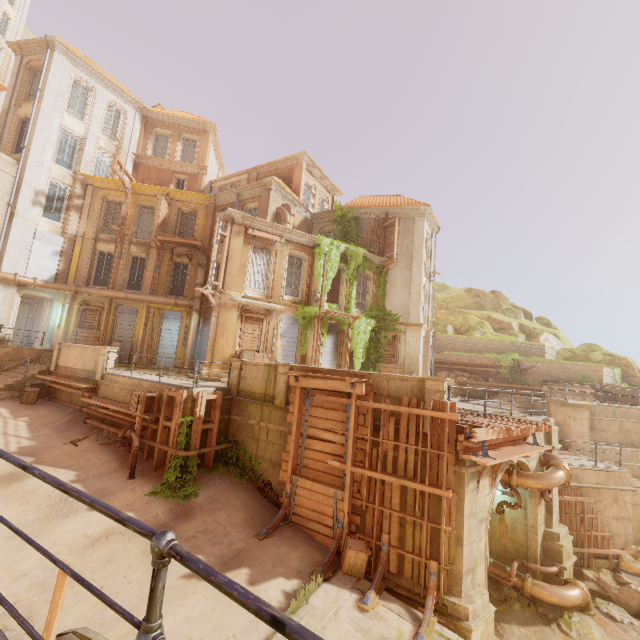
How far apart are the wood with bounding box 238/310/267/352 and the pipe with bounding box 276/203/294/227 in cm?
567

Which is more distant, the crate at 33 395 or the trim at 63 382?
the crate at 33 395

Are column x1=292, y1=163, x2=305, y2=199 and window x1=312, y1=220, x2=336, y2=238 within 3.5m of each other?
yes

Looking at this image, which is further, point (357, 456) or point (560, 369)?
point (560, 369)

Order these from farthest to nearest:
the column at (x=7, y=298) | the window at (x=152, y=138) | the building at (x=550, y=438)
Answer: the window at (x=152, y=138), the column at (x=7, y=298), the building at (x=550, y=438)

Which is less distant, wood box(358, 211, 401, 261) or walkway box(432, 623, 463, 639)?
walkway box(432, 623, 463, 639)

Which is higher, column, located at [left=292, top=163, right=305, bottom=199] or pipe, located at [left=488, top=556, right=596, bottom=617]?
column, located at [left=292, top=163, right=305, bottom=199]

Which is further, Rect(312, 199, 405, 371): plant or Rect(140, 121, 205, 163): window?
Rect(140, 121, 205, 163): window
